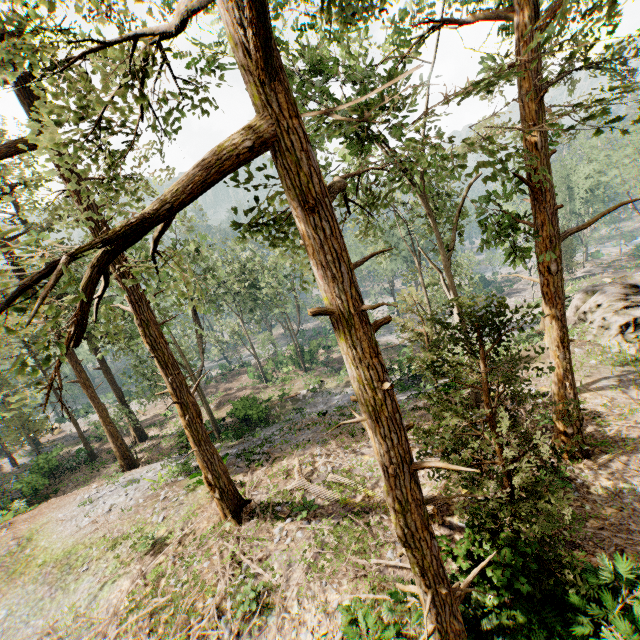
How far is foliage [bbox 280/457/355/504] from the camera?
12.48m

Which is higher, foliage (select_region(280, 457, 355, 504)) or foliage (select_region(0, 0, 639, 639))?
foliage (select_region(0, 0, 639, 639))

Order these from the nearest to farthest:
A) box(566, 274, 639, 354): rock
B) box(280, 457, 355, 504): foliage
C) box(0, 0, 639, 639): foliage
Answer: box(0, 0, 639, 639): foliage
box(280, 457, 355, 504): foliage
box(566, 274, 639, 354): rock

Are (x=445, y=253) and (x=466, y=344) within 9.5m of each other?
yes

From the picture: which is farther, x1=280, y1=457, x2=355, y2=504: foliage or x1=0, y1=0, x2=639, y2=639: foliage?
x1=280, y1=457, x2=355, y2=504: foliage

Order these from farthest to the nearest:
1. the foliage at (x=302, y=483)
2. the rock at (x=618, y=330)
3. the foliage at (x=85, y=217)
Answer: the rock at (x=618, y=330) < the foliage at (x=302, y=483) < the foliage at (x=85, y=217)

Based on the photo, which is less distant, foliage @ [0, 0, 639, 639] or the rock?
foliage @ [0, 0, 639, 639]

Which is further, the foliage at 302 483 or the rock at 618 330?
the rock at 618 330
